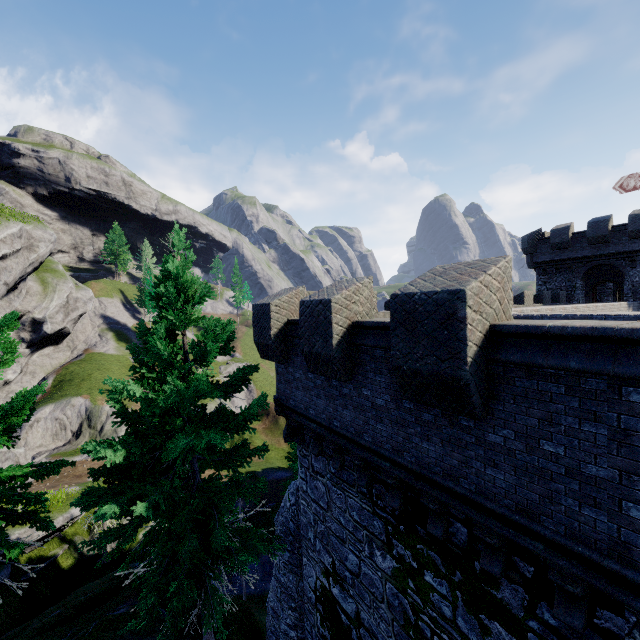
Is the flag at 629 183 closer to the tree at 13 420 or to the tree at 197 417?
the tree at 13 420

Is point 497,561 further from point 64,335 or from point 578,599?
point 64,335

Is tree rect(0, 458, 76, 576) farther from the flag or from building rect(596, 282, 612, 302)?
the flag

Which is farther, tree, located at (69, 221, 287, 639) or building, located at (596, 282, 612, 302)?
building, located at (596, 282, 612, 302)

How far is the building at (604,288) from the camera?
31.86m

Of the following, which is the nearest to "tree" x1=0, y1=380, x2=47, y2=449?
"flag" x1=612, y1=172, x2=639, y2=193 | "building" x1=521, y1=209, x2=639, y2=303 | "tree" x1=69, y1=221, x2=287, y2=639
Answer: "tree" x1=69, y1=221, x2=287, y2=639

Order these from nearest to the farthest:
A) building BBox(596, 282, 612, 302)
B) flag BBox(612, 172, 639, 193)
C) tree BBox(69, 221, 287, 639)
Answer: tree BBox(69, 221, 287, 639) < flag BBox(612, 172, 639, 193) < building BBox(596, 282, 612, 302)

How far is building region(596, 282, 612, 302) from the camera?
31.86m
